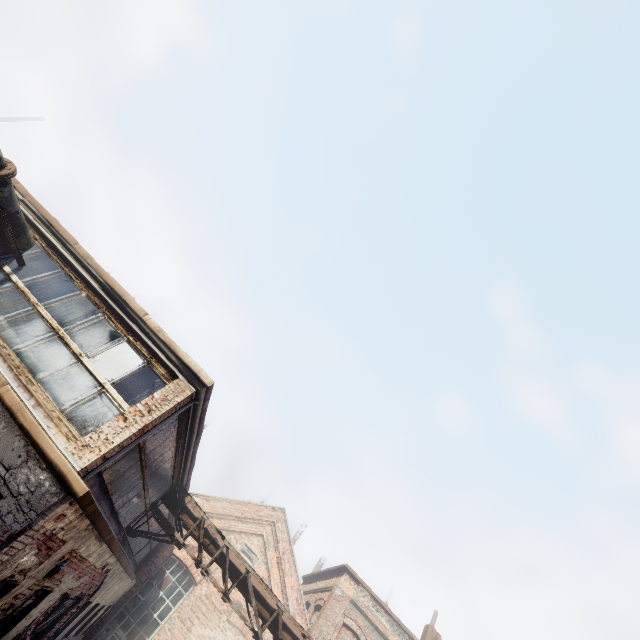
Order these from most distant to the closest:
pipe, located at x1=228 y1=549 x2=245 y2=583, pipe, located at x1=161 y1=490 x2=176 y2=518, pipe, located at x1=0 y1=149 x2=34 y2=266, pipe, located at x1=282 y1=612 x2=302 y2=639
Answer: pipe, located at x1=161 y1=490 x2=176 y2=518, pipe, located at x1=228 y1=549 x2=245 y2=583, pipe, located at x1=282 y1=612 x2=302 y2=639, pipe, located at x1=0 y1=149 x2=34 y2=266

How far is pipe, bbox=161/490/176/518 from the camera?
10.5 meters

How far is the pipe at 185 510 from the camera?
10.36m

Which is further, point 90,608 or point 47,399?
point 90,608

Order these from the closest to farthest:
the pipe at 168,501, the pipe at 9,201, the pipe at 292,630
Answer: the pipe at 9,201, the pipe at 292,630, the pipe at 168,501

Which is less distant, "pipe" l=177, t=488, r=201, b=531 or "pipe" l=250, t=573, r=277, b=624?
"pipe" l=250, t=573, r=277, b=624
